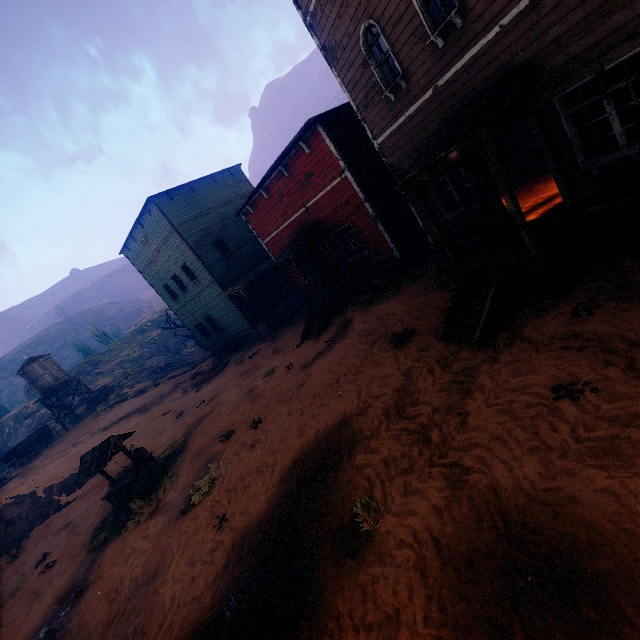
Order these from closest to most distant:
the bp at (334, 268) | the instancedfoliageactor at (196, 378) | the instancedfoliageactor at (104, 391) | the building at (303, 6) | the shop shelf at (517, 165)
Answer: the building at (303, 6) < the shop shelf at (517, 165) < the bp at (334, 268) < the instancedfoliageactor at (196, 378) < the instancedfoliageactor at (104, 391)

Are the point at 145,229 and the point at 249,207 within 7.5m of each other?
no

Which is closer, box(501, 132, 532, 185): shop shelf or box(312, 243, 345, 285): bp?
box(501, 132, 532, 185): shop shelf

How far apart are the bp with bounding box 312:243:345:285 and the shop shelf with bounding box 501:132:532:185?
7.6 meters

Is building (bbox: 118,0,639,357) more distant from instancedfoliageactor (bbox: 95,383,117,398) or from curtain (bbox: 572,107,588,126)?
instancedfoliageactor (bbox: 95,383,117,398)

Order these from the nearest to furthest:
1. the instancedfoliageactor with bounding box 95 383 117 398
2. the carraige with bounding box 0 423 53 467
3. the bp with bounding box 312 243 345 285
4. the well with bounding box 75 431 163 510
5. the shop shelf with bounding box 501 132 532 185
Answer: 1. the well with bounding box 75 431 163 510
2. the shop shelf with bounding box 501 132 532 185
3. the bp with bounding box 312 243 345 285
4. the carraige with bounding box 0 423 53 467
5. the instancedfoliageactor with bounding box 95 383 117 398

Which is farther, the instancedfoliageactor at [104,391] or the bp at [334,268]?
the instancedfoliageactor at [104,391]

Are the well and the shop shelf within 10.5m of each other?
no
